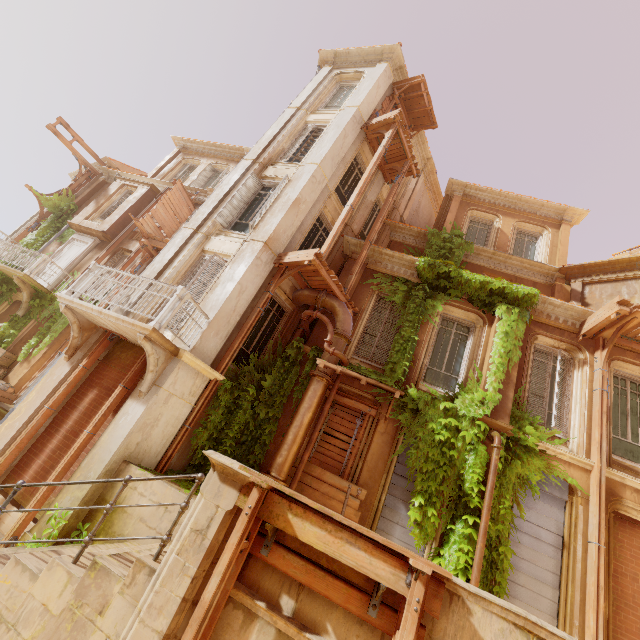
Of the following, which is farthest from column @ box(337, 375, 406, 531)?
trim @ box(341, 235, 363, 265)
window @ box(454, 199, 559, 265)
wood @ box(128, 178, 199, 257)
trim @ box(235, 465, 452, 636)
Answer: window @ box(454, 199, 559, 265)

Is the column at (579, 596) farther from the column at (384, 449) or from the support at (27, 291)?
the support at (27, 291)

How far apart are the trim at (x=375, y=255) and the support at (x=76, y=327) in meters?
8.1

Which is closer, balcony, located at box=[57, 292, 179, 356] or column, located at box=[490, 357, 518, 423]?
balcony, located at box=[57, 292, 179, 356]

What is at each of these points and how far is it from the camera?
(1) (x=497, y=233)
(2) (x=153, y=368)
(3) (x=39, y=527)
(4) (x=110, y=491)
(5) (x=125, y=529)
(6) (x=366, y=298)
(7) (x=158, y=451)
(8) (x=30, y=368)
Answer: (1) window, 15.3 meters
(2) support, 7.1 meters
(3) column, 5.9 meters
(4) building, 6.3 meters
(5) building, 5.9 meters
(6) window, 11.1 meters
(7) column, 7.1 meters
(8) column, 12.9 meters

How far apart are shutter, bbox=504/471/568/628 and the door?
20.3 meters

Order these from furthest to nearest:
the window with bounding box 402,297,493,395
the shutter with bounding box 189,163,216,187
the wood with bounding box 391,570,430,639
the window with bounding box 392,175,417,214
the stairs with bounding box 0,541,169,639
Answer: the shutter with bounding box 189,163,216,187
the window with bounding box 392,175,417,214
the window with bounding box 402,297,493,395
the stairs with bounding box 0,541,169,639
the wood with bounding box 391,570,430,639

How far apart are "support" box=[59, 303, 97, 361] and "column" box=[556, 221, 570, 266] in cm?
1719
